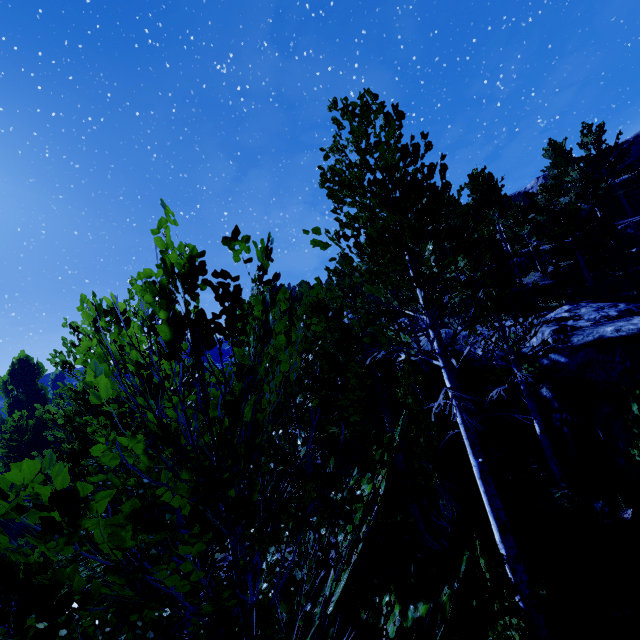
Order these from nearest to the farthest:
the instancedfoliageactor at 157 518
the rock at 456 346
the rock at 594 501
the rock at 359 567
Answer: the instancedfoliageactor at 157 518 < the rock at 359 567 < the rock at 594 501 < the rock at 456 346

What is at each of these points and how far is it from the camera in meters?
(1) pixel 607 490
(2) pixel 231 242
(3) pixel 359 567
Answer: (1) instancedfoliageactor, 7.7 m
(2) instancedfoliageactor, 1.9 m
(3) rock, 7.5 m

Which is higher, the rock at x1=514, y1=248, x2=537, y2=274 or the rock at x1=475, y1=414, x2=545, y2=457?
the rock at x1=514, y1=248, x2=537, y2=274

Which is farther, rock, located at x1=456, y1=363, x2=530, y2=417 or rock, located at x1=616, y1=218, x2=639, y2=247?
rock, located at x1=616, y1=218, x2=639, y2=247

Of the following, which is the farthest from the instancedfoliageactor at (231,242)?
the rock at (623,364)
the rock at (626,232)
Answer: Answer: the rock at (626,232)

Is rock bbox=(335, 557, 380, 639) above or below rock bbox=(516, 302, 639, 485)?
below

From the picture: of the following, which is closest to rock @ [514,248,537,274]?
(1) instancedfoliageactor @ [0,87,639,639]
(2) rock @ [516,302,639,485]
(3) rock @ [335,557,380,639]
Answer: (1) instancedfoliageactor @ [0,87,639,639]

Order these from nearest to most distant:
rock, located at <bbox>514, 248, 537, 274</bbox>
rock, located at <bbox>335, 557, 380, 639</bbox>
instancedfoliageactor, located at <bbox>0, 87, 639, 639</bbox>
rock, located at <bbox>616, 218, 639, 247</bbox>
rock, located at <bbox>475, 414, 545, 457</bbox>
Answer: instancedfoliageactor, located at <bbox>0, 87, 639, 639</bbox> → rock, located at <bbox>335, 557, 380, 639</bbox> → rock, located at <bbox>475, 414, 545, 457</bbox> → rock, located at <bbox>616, 218, 639, 247</bbox> → rock, located at <bbox>514, 248, 537, 274</bbox>
